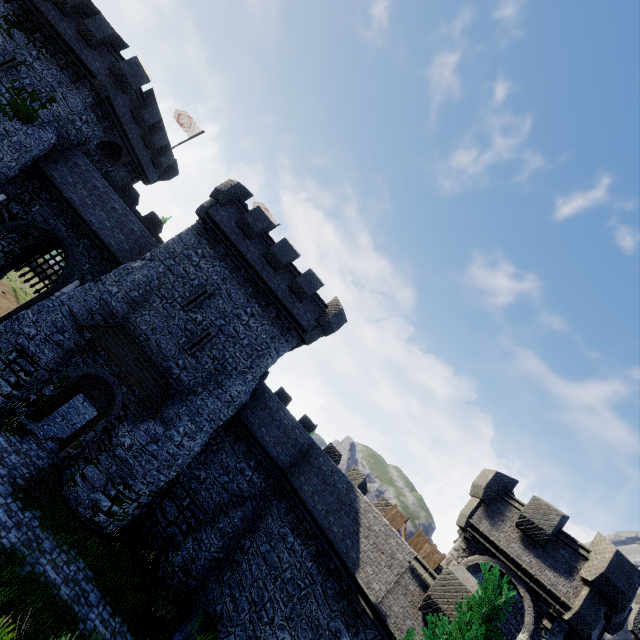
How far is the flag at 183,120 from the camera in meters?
29.8

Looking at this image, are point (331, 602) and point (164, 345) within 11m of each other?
no

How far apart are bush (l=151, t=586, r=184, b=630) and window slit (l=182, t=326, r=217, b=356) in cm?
1107

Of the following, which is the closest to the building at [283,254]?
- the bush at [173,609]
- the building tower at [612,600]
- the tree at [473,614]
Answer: the bush at [173,609]

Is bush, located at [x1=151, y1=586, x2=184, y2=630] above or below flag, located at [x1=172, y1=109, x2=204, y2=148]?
below

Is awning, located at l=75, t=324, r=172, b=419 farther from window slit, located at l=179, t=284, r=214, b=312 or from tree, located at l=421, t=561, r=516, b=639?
tree, located at l=421, t=561, r=516, b=639

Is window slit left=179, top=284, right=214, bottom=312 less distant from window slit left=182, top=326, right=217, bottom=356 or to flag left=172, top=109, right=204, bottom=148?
window slit left=182, top=326, right=217, bottom=356

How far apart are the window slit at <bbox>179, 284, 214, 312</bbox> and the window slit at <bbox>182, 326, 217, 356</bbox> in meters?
1.3 m
